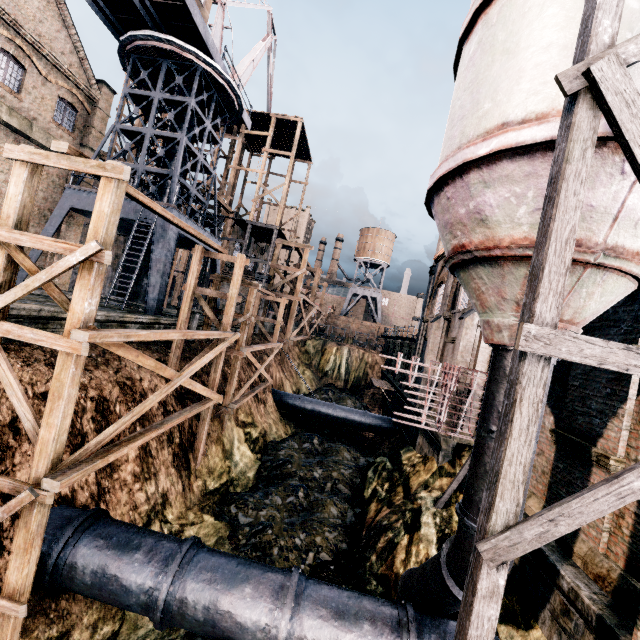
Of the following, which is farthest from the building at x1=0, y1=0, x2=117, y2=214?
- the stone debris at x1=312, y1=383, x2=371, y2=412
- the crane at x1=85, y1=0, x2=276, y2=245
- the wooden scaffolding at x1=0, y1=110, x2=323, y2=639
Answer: the wooden scaffolding at x1=0, y1=110, x2=323, y2=639

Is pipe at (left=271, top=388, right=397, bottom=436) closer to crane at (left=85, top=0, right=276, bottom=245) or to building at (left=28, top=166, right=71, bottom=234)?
building at (left=28, top=166, right=71, bottom=234)

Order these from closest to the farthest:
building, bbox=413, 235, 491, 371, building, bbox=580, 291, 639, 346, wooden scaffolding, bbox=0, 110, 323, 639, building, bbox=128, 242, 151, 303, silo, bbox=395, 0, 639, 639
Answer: silo, bbox=395, 0, 639, 639 → wooden scaffolding, bbox=0, 110, 323, 639 → building, bbox=580, 291, 639, 346 → building, bbox=413, 235, 491, 371 → building, bbox=128, 242, 151, 303

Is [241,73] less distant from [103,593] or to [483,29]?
[483,29]

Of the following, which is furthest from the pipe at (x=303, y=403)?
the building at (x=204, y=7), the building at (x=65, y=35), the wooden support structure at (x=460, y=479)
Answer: the building at (x=204, y=7)

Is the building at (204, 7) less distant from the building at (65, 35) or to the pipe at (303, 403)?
the building at (65, 35)

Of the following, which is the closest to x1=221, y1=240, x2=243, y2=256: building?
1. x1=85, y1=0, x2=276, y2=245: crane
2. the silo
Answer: the silo

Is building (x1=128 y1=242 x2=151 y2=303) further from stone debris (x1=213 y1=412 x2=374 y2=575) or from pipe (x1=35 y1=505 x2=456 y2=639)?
stone debris (x1=213 y1=412 x2=374 y2=575)
